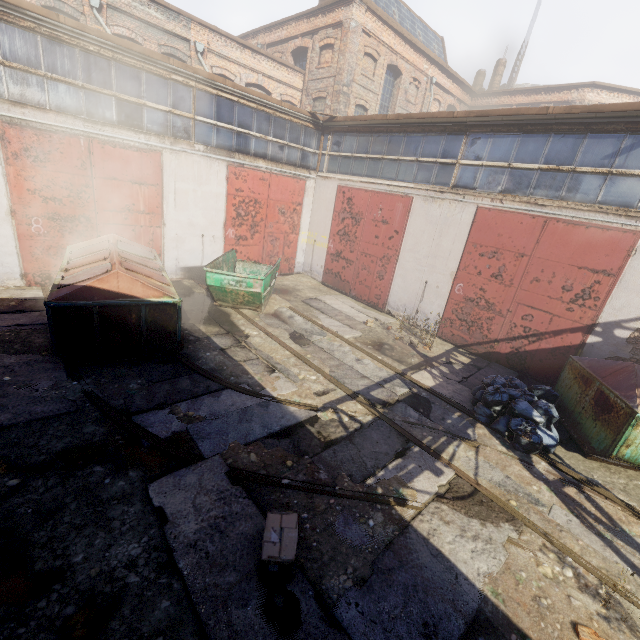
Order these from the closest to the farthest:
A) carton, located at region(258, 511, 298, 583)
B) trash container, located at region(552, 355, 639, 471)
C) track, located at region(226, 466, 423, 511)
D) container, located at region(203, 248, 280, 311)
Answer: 1. carton, located at region(258, 511, 298, 583)
2. track, located at region(226, 466, 423, 511)
3. trash container, located at region(552, 355, 639, 471)
4. container, located at region(203, 248, 280, 311)

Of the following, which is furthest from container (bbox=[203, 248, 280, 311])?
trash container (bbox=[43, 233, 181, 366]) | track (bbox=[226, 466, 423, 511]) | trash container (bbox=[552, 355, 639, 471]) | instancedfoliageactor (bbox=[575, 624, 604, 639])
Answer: instancedfoliageactor (bbox=[575, 624, 604, 639])

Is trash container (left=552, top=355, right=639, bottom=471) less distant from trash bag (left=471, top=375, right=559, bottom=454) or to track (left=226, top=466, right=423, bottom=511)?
trash bag (left=471, top=375, right=559, bottom=454)

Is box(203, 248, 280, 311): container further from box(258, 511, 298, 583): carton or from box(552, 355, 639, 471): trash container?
box(552, 355, 639, 471): trash container

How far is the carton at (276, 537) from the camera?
3.26m

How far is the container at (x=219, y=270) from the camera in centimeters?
916cm

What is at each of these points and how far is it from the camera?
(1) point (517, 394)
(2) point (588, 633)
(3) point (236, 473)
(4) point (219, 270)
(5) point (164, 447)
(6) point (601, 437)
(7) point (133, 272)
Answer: (1) trash bag, 6.90m
(2) instancedfoliageactor, 3.38m
(3) track, 4.59m
(4) container, 9.05m
(5) track, 4.80m
(6) trash container, 6.09m
(7) trash container, 6.85m

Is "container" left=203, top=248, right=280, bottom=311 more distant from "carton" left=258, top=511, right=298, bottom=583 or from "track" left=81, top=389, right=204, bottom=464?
"carton" left=258, top=511, right=298, bottom=583
